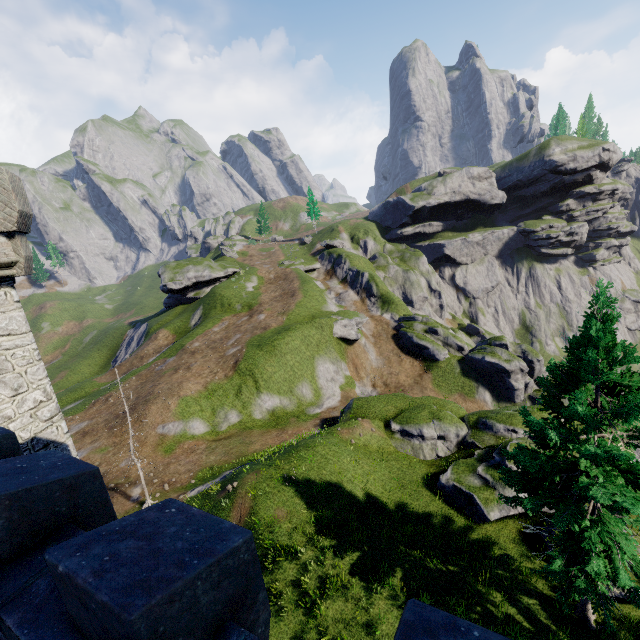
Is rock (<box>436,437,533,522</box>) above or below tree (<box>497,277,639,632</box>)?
below

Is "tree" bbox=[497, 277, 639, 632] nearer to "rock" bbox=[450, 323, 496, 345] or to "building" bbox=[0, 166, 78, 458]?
"building" bbox=[0, 166, 78, 458]

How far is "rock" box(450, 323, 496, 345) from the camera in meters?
55.2 m

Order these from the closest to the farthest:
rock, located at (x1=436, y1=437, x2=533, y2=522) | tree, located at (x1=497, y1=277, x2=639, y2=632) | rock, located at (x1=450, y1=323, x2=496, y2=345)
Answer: tree, located at (x1=497, y1=277, x2=639, y2=632) < rock, located at (x1=436, y1=437, x2=533, y2=522) < rock, located at (x1=450, y1=323, x2=496, y2=345)

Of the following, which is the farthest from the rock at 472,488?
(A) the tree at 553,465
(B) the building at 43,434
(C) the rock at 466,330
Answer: (C) the rock at 466,330

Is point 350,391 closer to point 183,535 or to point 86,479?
point 86,479

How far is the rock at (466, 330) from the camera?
55.2m

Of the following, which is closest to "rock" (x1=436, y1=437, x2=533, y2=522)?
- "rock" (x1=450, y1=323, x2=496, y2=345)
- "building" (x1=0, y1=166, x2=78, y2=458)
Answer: "building" (x1=0, y1=166, x2=78, y2=458)
